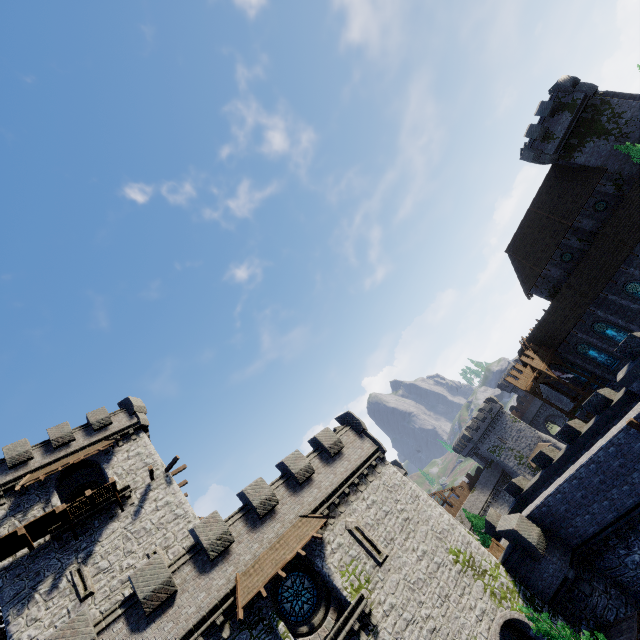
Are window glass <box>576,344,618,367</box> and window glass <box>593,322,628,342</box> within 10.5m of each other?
yes

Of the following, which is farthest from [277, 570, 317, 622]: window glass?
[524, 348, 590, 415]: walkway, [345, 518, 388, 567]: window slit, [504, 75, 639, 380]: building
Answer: [504, 75, 639, 380]: building

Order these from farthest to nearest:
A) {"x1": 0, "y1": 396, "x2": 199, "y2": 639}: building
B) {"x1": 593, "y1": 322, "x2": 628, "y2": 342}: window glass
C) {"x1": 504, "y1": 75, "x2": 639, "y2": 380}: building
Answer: {"x1": 593, "y1": 322, "x2": 628, "y2": 342}: window glass, {"x1": 504, "y1": 75, "x2": 639, "y2": 380}: building, {"x1": 0, "y1": 396, "x2": 199, "y2": 639}: building

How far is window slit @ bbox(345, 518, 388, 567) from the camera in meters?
17.7 m

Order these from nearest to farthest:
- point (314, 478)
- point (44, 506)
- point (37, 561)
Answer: point (37, 561)
point (314, 478)
point (44, 506)

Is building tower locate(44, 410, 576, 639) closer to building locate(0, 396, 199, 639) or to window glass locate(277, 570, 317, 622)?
window glass locate(277, 570, 317, 622)

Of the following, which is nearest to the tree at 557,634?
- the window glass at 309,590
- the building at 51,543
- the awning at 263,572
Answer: the awning at 263,572

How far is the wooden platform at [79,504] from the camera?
20.0m
